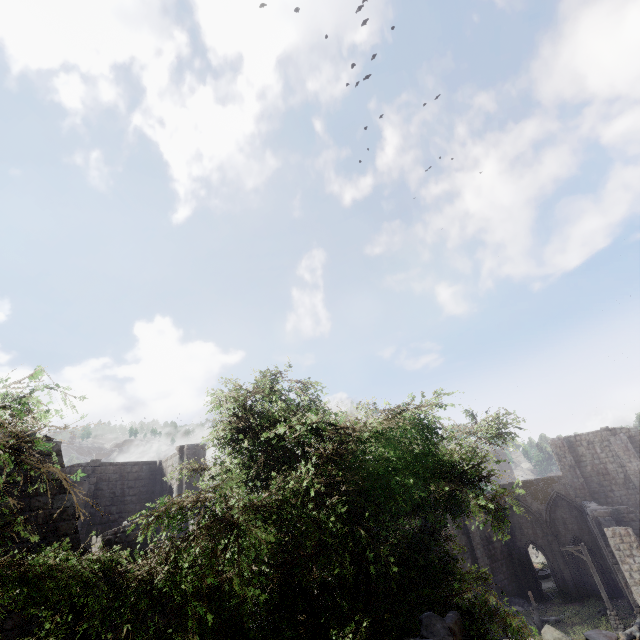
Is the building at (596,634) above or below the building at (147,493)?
below

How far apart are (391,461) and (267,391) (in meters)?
3.42

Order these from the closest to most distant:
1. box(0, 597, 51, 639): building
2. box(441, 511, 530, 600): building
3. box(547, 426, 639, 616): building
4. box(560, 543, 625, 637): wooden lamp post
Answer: box(0, 597, 51, 639): building → box(547, 426, 639, 616): building → box(560, 543, 625, 637): wooden lamp post → box(441, 511, 530, 600): building

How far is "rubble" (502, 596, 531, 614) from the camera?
27.3 meters

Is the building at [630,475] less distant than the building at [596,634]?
No

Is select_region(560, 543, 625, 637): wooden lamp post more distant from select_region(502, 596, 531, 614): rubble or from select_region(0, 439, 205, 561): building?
select_region(502, 596, 531, 614): rubble

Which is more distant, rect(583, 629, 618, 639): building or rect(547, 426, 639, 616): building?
rect(547, 426, 639, 616): building
